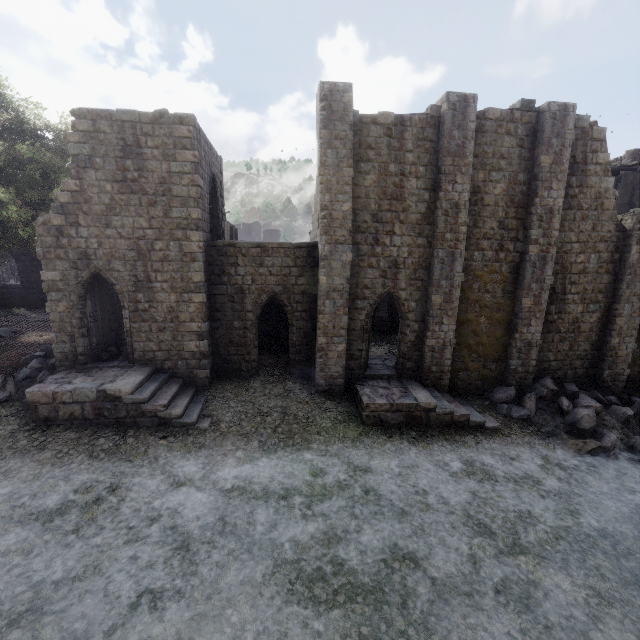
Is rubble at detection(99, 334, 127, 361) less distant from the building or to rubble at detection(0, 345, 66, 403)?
the building

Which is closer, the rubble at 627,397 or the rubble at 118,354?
the rubble at 627,397

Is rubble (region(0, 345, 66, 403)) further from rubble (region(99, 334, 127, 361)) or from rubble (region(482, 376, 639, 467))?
rubble (region(482, 376, 639, 467))

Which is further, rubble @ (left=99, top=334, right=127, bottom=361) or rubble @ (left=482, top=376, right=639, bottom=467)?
rubble @ (left=99, top=334, right=127, bottom=361)

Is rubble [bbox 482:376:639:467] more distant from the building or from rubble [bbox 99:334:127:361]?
→ rubble [bbox 99:334:127:361]

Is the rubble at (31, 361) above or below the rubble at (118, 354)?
below

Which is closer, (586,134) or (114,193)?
(114,193)

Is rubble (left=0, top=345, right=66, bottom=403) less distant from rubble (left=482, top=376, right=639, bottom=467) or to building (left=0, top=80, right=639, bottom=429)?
building (left=0, top=80, right=639, bottom=429)
